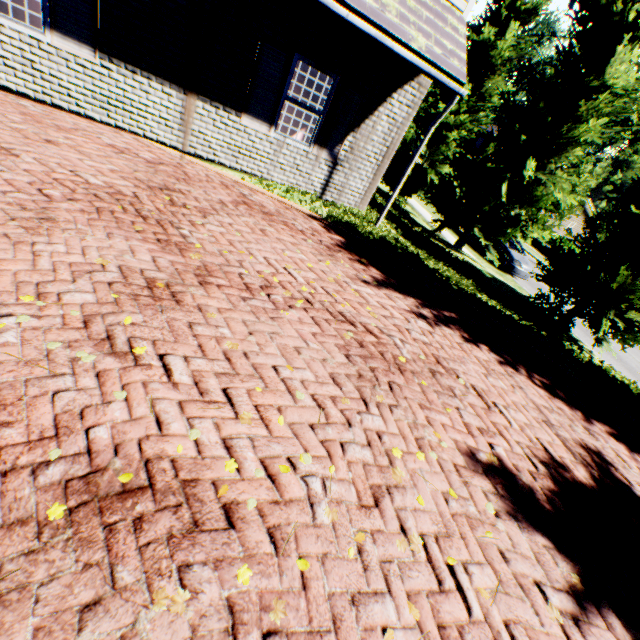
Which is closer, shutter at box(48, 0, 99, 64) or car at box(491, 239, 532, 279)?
shutter at box(48, 0, 99, 64)

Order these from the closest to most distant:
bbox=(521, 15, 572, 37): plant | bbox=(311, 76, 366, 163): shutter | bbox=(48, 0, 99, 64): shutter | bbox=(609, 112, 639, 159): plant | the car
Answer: bbox=(48, 0, 99, 64): shutter < bbox=(311, 76, 366, 163): shutter < the car < bbox=(609, 112, 639, 159): plant < bbox=(521, 15, 572, 37): plant

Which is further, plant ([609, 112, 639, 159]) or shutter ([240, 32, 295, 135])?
plant ([609, 112, 639, 159])

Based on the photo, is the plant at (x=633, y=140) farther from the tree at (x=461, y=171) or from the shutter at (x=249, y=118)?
the shutter at (x=249, y=118)

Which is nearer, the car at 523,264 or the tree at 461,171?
the tree at 461,171

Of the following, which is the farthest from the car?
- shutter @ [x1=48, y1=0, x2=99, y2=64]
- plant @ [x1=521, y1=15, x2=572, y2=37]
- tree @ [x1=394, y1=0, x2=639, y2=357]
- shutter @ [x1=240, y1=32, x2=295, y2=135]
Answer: shutter @ [x1=48, y1=0, x2=99, y2=64]

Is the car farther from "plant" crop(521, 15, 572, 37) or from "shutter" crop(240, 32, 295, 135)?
"shutter" crop(240, 32, 295, 135)

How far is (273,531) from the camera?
2.1m
